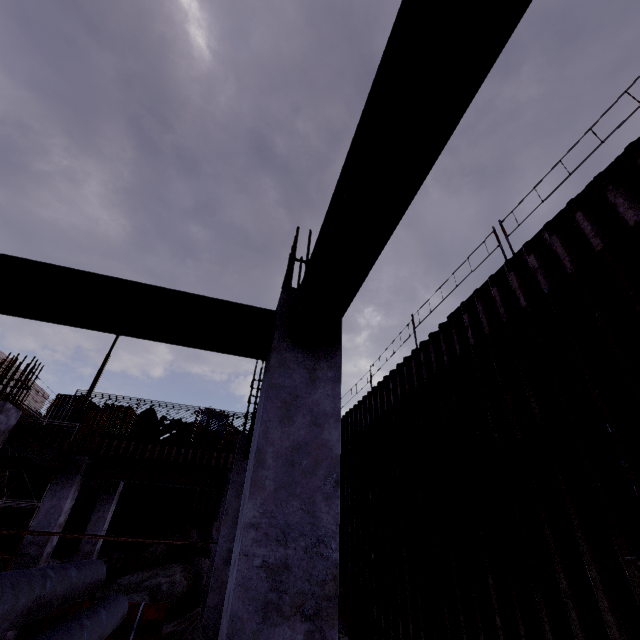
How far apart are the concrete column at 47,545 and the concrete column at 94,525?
4.3m

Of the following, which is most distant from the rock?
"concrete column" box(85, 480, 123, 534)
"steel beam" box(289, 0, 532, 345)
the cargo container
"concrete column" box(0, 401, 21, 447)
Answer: "steel beam" box(289, 0, 532, 345)

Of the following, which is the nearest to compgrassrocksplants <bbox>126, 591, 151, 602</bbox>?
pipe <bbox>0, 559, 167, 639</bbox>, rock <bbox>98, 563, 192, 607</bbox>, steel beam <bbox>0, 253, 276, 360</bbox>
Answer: rock <bbox>98, 563, 192, 607</bbox>

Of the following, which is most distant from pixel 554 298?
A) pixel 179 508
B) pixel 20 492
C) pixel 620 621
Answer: pixel 20 492

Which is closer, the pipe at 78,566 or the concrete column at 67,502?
the pipe at 78,566

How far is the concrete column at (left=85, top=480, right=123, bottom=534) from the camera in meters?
12.9 m

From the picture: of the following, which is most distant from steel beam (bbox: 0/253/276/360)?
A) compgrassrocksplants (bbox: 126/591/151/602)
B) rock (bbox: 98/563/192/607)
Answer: rock (bbox: 98/563/192/607)

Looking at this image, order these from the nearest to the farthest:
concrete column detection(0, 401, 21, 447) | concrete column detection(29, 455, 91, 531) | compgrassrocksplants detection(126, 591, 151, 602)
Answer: concrete column detection(0, 401, 21, 447)
concrete column detection(29, 455, 91, 531)
compgrassrocksplants detection(126, 591, 151, 602)
